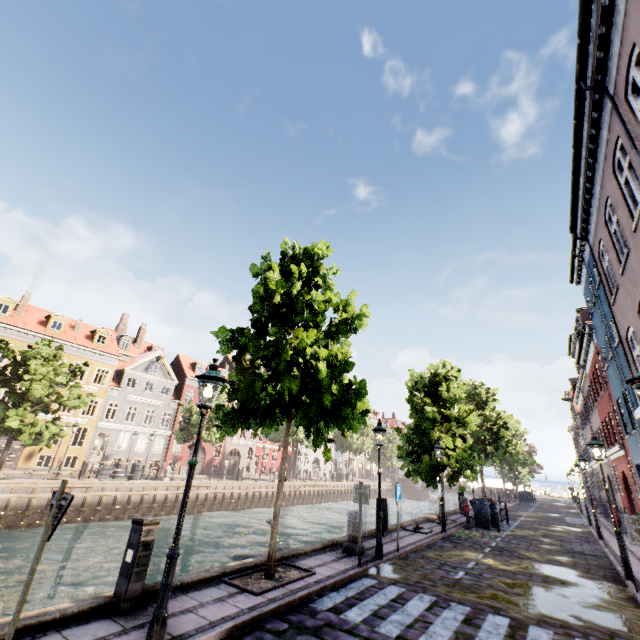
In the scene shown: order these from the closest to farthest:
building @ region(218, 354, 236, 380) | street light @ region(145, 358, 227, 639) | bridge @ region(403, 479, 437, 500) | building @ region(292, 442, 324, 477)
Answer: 1. street light @ region(145, 358, 227, 639)
2. building @ region(218, 354, 236, 380)
3. building @ region(292, 442, 324, 477)
4. bridge @ region(403, 479, 437, 500)

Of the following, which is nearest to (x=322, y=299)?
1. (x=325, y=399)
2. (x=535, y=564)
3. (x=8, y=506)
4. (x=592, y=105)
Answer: (x=325, y=399)

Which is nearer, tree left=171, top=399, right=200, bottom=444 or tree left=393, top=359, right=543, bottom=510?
tree left=393, top=359, right=543, bottom=510

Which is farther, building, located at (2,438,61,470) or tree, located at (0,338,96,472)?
building, located at (2,438,61,470)

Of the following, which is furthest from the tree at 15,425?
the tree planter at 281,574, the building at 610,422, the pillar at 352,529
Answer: the building at 610,422

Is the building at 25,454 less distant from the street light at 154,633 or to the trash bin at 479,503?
the street light at 154,633

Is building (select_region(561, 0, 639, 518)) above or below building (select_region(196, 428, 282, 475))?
above
